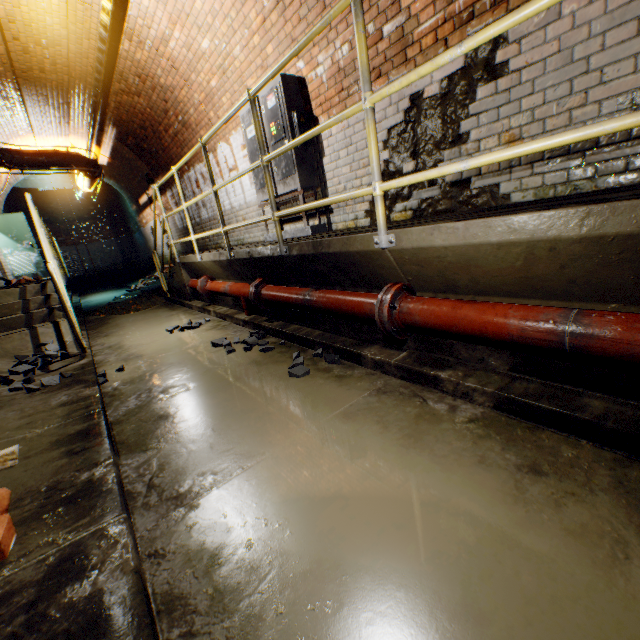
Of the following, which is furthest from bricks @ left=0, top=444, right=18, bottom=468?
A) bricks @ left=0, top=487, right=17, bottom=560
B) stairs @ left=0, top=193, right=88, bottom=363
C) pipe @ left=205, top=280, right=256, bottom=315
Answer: pipe @ left=205, top=280, right=256, bottom=315

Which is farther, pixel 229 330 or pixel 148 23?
pixel 148 23

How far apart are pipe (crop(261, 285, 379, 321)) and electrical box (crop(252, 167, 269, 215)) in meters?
1.1 m

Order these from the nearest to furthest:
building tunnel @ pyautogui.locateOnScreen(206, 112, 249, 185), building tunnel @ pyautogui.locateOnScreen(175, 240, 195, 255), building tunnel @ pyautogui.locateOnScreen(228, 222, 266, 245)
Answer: building tunnel @ pyautogui.locateOnScreen(206, 112, 249, 185)
building tunnel @ pyautogui.locateOnScreen(228, 222, 266, 245)
building tunnel @ pyautogui.locateOnScreen(175, 240, 195, 255)

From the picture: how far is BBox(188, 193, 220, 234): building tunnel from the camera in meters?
7.4 m

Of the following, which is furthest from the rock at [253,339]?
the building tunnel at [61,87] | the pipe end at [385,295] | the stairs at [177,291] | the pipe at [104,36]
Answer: the pipe at [104,36]

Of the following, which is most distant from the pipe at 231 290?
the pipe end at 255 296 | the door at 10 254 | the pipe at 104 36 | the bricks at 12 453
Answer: the door at 10 254

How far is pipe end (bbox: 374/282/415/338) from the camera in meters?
2.1
